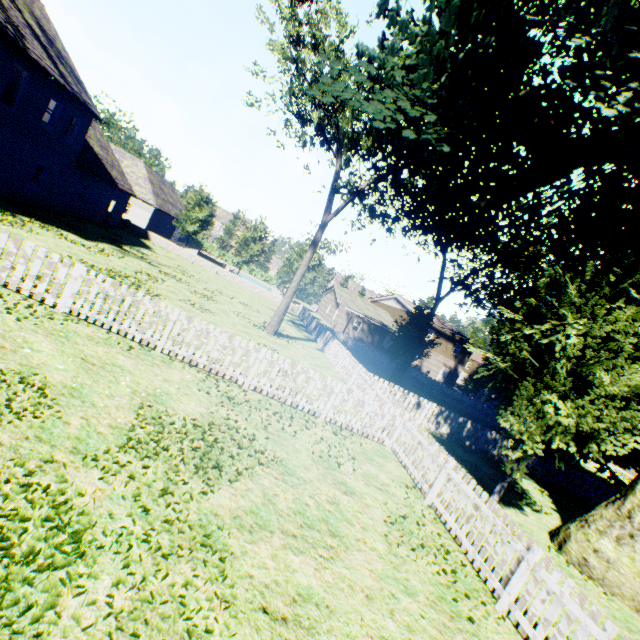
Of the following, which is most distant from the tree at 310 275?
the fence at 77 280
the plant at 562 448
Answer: the plant at 562 448

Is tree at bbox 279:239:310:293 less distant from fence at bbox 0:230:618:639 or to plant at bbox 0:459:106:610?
fence at bbox 0:230:618:639

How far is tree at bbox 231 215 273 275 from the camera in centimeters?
3638cm

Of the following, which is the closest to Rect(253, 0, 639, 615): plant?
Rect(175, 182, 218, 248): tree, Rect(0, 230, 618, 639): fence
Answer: Rect(0, 230, 618, 639): fence

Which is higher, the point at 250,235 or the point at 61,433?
the point at 250,235
